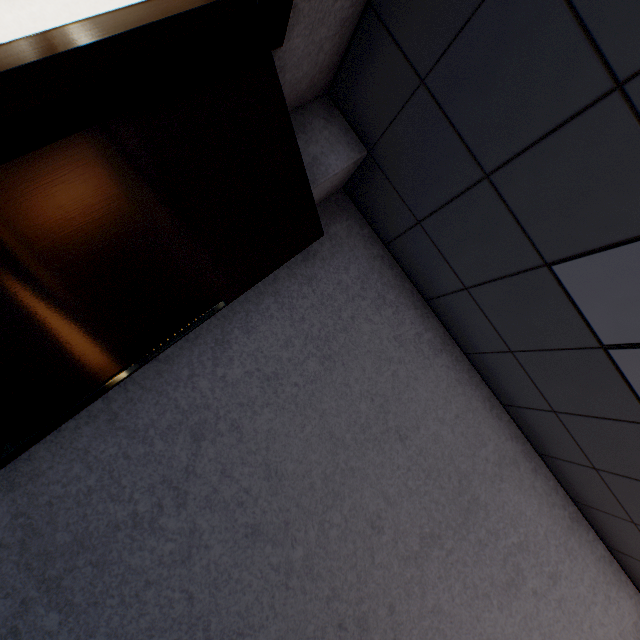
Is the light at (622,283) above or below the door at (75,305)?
above

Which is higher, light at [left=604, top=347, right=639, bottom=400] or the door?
light at [left=604, top=347, right=639, bottom=400]

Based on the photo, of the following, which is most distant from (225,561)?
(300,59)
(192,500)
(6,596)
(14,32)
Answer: (14,32)

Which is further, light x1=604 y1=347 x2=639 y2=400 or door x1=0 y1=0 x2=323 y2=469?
light x1=604 y1=347 x2=639 y2=400
